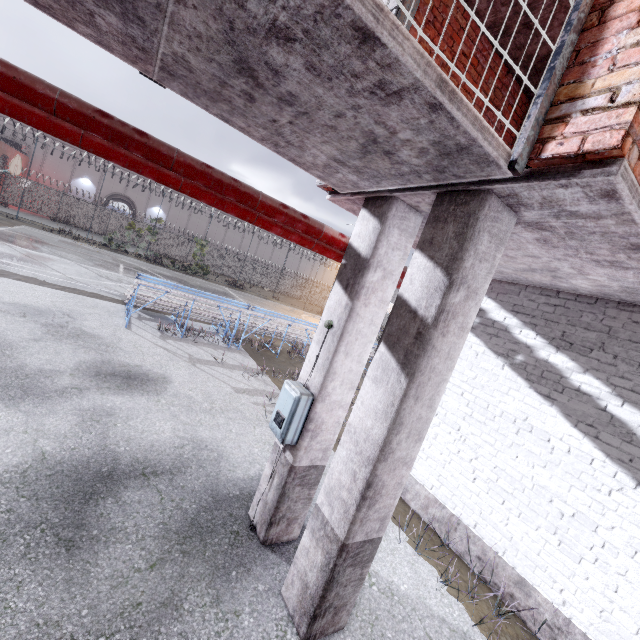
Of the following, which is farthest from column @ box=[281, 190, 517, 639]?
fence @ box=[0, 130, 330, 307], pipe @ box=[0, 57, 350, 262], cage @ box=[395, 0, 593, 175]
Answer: fence @ box=[0, 130, 330, 307]

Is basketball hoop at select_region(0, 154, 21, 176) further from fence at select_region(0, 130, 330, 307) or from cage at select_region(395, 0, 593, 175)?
cage at select_region(395, 0, 593, 175)

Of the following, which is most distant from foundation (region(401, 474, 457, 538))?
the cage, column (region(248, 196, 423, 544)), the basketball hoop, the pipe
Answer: the basketball hoop

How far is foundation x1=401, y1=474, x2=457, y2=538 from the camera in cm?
486

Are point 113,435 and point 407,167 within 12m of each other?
yes

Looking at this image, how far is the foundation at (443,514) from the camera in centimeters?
486cm

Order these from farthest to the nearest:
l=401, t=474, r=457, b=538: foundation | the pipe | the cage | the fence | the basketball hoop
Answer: the fence, the basketball hoop, l=401, t=474, r=457, b=538: foundation, the pipe, the cage

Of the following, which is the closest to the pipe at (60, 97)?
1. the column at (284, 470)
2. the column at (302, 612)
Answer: the column at (284, 470)
